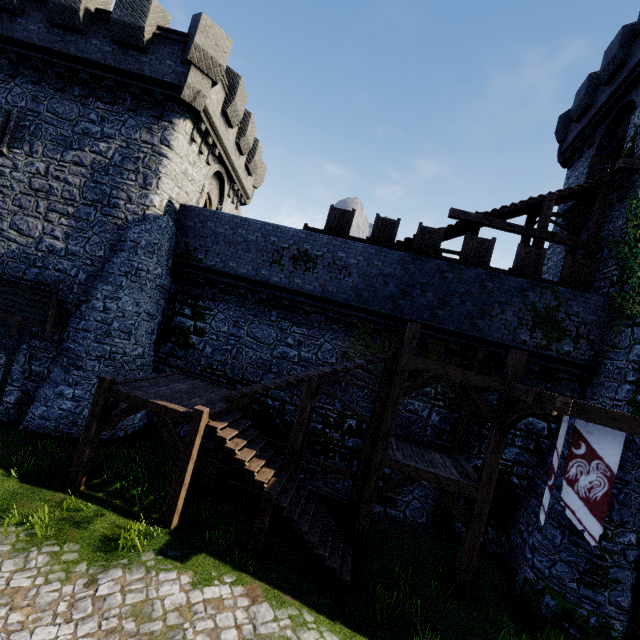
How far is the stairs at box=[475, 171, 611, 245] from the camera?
13.3 meters

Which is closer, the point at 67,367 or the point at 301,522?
the point at 301,522

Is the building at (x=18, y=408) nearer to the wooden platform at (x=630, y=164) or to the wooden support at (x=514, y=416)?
the wooden support at (x=514, y=416)

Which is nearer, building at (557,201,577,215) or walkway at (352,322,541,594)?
walkway at (352,322,541,594)

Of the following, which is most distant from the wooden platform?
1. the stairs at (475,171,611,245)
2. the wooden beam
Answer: the wooden beam

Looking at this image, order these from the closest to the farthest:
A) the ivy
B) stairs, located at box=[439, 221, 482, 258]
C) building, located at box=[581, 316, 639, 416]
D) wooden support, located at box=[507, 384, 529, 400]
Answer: wooden support, located at box=[507, 384, 529, 400], building, located at box=[581, 316, 639, 416], the ivy, stairs, located at box=[439, 221, 482, 258]

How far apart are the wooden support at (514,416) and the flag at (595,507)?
0.76m

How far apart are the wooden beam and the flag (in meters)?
8.79
